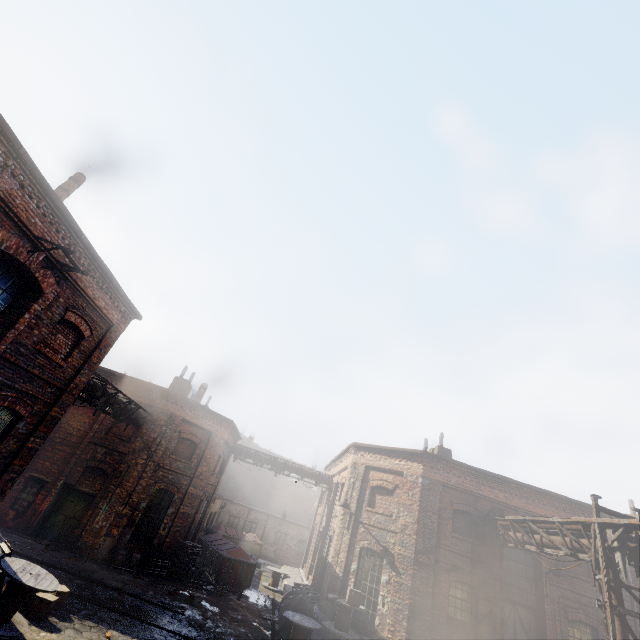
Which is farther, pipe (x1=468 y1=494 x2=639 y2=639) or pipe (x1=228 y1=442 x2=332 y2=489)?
pipe (x1=228 y1=442 x2=332 y2=489)

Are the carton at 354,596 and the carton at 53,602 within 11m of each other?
yes

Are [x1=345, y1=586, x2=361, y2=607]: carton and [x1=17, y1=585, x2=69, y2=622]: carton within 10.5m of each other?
yes

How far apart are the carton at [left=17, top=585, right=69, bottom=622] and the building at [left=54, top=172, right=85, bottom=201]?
10.56m

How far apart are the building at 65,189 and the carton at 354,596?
17.76m

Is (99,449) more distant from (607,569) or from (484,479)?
(607,569)

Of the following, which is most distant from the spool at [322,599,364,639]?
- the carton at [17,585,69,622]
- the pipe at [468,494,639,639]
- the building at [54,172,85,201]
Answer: the building at [54,172,85,201]

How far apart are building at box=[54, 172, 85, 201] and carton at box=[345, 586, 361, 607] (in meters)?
17.76
